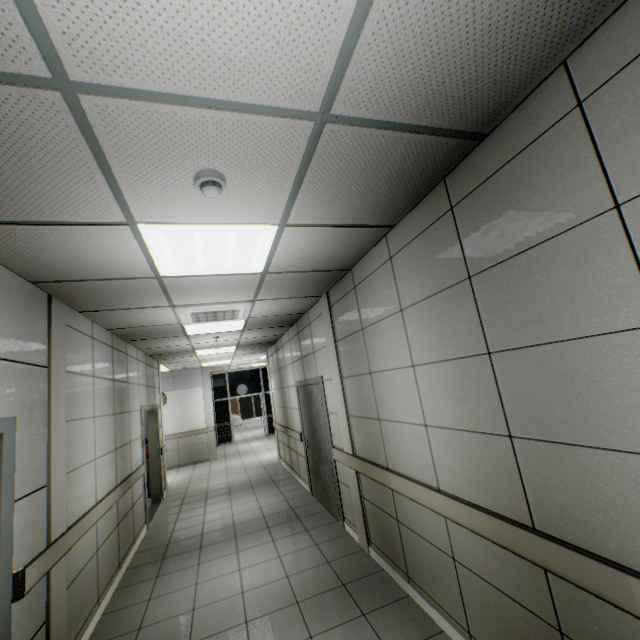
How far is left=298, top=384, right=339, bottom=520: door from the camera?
5.0 meters

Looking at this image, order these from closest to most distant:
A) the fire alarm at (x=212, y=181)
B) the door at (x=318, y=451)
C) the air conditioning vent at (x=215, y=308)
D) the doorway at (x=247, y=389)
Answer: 1. the fire alarm at (x=212, y=181)
2. the air conditioning vent at (x=215, y=308)
3. the door at (x=318, y=451)
4. the doorway at (x=247, y=389)

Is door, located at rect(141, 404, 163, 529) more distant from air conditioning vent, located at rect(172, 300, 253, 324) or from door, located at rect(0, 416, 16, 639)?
door, located at rect(0, 416, 16, 639)

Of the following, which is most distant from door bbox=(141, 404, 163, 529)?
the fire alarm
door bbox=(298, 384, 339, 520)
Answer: the fire alarm

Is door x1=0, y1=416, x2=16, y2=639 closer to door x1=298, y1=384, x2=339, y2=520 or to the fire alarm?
the fire alarm

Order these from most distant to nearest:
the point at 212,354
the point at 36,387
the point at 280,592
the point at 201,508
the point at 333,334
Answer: the point at 212,354
the point at 201,508
the point at 333,334
the point at 280,592
the point at 36,387

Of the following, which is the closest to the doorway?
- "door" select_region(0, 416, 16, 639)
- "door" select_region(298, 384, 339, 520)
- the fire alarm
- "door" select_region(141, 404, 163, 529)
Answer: "door" select_region(141, 404, 163, 529)

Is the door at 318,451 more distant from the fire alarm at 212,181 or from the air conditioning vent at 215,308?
the fire alarm at 212,181
